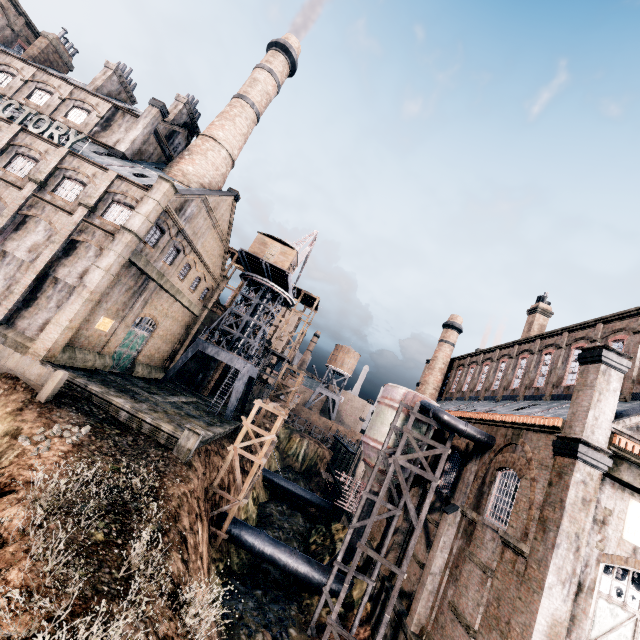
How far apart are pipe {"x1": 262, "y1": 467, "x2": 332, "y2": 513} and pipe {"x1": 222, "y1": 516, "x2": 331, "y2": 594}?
18.4 meters

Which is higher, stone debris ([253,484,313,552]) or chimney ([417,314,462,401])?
chimney ([417,314,462,401])

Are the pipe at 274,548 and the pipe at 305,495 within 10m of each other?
no

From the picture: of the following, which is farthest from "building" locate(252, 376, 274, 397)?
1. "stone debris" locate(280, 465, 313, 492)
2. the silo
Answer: "stone debris" locate(280, 465, 313, 492)

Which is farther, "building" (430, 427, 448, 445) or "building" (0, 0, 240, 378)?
"building" (430, 427, 448, 445)

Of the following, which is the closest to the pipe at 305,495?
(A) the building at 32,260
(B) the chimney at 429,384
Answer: (A) the building at 32,260

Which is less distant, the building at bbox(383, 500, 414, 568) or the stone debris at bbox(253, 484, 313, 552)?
the building at bbox(383, 500, 414, 568)

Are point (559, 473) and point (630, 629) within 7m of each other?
yes
